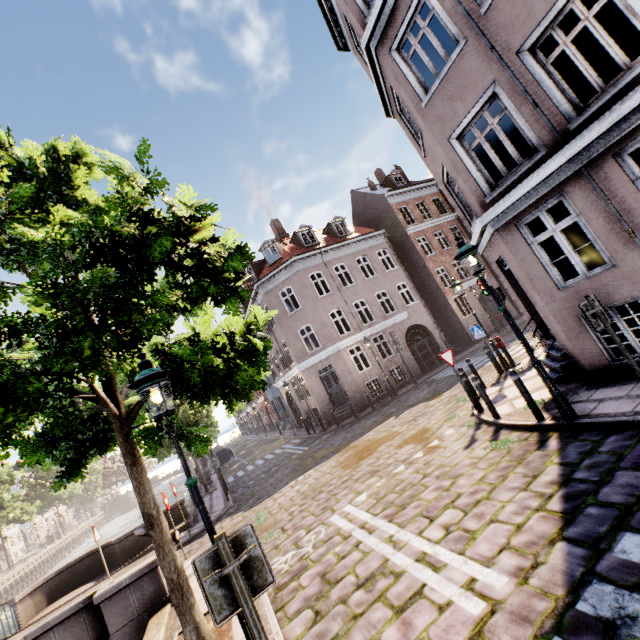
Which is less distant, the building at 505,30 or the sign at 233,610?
the sign at 233,610

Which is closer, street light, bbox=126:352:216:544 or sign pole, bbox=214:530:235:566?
sign pole, bbox=214:530:235:566

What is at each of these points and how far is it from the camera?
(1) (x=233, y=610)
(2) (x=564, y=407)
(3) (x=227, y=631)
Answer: (1) sign, 2.41m
(2) street light, 5.79m
(3) tree planter, 4.86m

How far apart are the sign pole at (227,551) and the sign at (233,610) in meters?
0.0 m

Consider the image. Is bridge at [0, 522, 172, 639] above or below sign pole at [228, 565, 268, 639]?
below

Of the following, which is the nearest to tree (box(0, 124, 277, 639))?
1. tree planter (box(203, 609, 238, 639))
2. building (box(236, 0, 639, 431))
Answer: tree planter (box(203, 609, 238, 639))

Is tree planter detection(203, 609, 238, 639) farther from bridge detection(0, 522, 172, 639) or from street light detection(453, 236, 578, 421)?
bridge detection(0, 522, 172, 639)

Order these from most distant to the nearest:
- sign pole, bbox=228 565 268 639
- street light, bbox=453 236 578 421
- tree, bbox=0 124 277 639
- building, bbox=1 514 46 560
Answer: building, bbox=1 514 46 560 < street light, bbox=453 236 578 421 < tree, bbox=0 124 277 639 < sign pole, bbox=228 565 268 639
